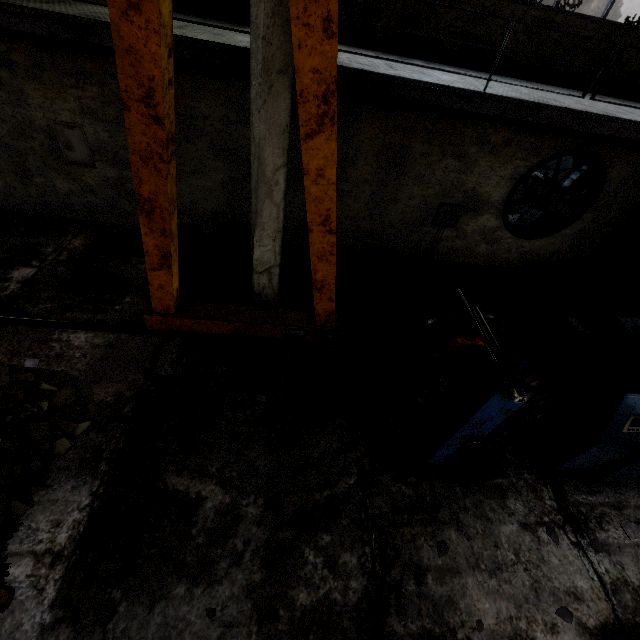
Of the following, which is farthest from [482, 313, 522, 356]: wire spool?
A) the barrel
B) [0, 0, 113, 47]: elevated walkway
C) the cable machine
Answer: the barrel

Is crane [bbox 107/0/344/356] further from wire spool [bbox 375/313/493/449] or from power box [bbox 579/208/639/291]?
power box [bbox 579/208/639/291]

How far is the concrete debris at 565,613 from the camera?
3.7m

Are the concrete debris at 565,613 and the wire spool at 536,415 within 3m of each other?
yes

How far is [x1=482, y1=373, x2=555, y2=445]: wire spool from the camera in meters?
3.7

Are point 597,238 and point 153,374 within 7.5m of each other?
no

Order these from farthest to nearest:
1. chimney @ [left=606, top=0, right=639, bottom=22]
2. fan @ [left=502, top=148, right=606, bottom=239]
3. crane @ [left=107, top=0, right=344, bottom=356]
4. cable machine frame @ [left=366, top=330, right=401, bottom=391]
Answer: chimney @ [left=606, top=0, right=639, bottom=22], fan @ [left=502, top=148, right=606, bottom=239], cable machine frame @ [left=366, top=330, right=401, bottom=391], crane @ [left=107, top=0, right=344, bottom=356]
